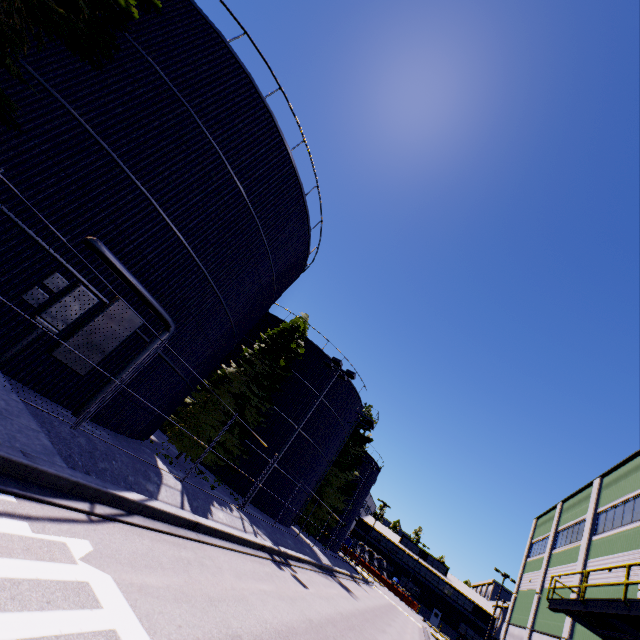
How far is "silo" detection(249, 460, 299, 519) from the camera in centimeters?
2320cm

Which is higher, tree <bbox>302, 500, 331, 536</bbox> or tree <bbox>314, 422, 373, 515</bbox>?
tree <bbox>314, 422, 373, 515</bbox>

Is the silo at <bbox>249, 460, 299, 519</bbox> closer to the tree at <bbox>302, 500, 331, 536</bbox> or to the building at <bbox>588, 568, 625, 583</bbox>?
the tree at <bbox>302, 500, 331, 536</bbox>

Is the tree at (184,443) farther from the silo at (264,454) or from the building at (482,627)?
the building at (482,627)

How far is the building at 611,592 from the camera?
15.4 meters

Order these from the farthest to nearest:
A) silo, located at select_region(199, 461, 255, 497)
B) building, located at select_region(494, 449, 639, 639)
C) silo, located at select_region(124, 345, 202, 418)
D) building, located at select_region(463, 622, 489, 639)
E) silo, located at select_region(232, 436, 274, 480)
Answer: building, located at select_region(463, 622, 489, 639) → silo, located at select_region(232, 436, 274, 480) → silo, located at select_region(199, 461, 255, 497) → building, located at select_region(494, 449, 639, 639) → silo, located at select_region(124, 345, 202, 418)

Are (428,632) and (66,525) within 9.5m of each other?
no
